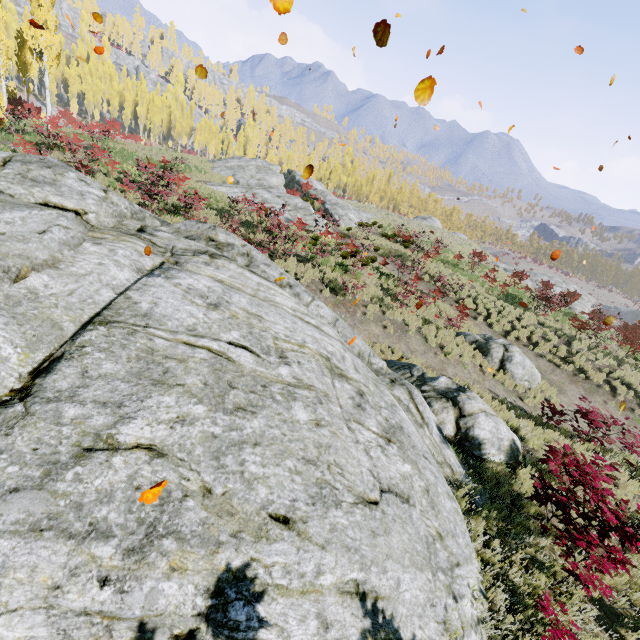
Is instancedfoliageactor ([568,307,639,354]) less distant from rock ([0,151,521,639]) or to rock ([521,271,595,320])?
rock ([0,151,521,639])

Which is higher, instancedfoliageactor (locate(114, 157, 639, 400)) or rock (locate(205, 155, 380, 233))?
rock (locate(205, 155, 380, 233))

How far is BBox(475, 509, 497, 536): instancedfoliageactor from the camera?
5.5 meters

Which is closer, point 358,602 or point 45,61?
→ point 358,602

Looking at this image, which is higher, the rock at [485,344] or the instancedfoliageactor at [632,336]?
the instancedfoliageactor at [632,336]

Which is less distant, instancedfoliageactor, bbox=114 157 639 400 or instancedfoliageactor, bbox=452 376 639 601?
instancedfoliageactor, bbox=452 376 639 601

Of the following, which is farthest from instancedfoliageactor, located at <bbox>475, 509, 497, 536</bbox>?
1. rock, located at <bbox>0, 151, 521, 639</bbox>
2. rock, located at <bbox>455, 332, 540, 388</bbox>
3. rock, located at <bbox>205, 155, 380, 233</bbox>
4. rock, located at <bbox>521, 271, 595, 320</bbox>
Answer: rock, located at <bbox>205, 155, 380, 233</bbox>

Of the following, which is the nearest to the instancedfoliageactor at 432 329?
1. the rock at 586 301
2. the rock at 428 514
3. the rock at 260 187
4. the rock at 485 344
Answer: the rock at 428 514
